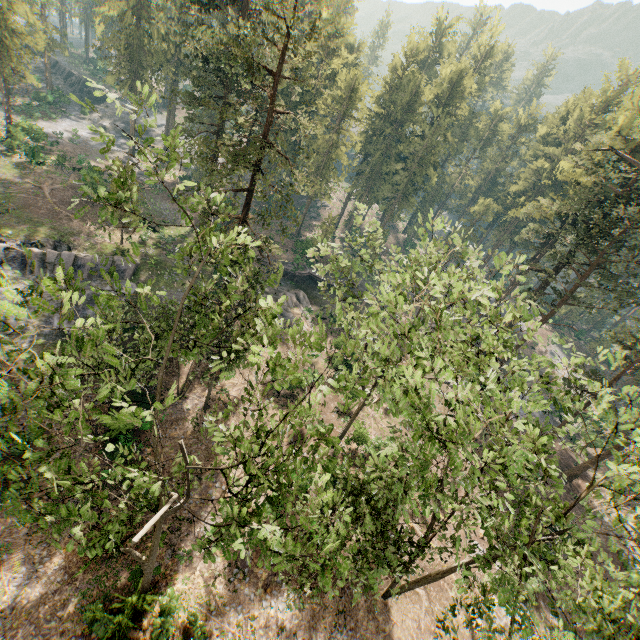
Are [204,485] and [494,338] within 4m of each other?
no

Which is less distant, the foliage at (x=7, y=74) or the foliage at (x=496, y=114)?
the foliage at (x=7, y=74)

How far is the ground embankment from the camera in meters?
44.2

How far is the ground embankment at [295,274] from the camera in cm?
4419

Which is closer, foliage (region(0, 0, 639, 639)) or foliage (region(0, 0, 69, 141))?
foliage (region(0, 0, 639, 639))

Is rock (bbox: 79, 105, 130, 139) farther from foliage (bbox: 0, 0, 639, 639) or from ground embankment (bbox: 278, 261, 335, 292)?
ground embankment (bbox: 278, 261, 335, 292)

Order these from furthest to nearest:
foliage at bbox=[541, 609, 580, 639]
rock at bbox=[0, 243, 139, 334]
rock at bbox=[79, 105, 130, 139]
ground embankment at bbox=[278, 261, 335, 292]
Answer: Answer:
rock at bbox=[79, 105, 130, 139]
ground embankment at bbox=[278, 261, 335, 292]
rock at bbox=[0, 243, 139, 334]
foliage at bbox=[541, 609, 580, 639]
